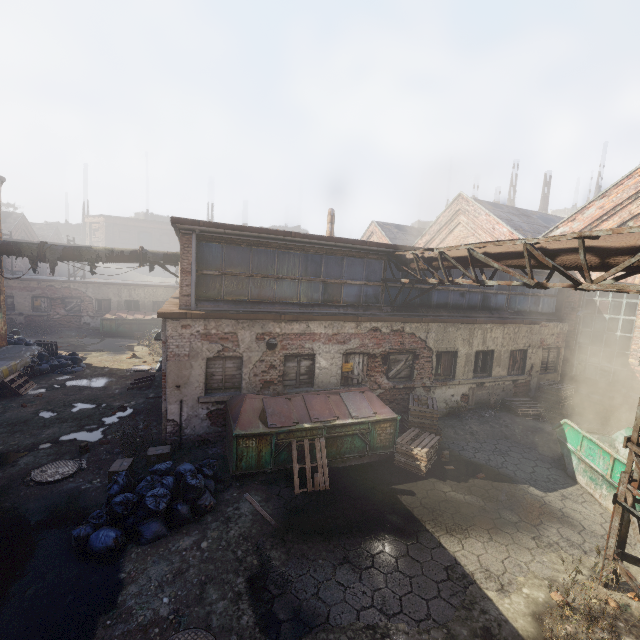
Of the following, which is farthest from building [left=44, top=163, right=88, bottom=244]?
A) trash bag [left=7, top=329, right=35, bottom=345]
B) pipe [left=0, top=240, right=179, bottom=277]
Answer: trash bag [left=7, top=329, right=35, bottom=345]

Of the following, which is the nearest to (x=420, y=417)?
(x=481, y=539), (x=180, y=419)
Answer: (x=481, y=539)

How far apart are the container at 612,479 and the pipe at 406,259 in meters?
4.5

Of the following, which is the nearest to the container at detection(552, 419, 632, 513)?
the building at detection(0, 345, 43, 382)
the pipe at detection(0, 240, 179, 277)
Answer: the pipe at detection(0, 240, 179, 277)

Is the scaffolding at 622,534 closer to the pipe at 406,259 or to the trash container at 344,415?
the pipe at 406,259

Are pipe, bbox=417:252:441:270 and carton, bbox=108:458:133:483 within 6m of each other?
no

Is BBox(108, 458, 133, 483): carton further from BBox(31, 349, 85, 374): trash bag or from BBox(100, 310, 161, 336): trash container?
BBox(100, 310, 161, 336): trash container

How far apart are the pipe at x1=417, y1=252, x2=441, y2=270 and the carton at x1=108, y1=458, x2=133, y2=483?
9.30m
